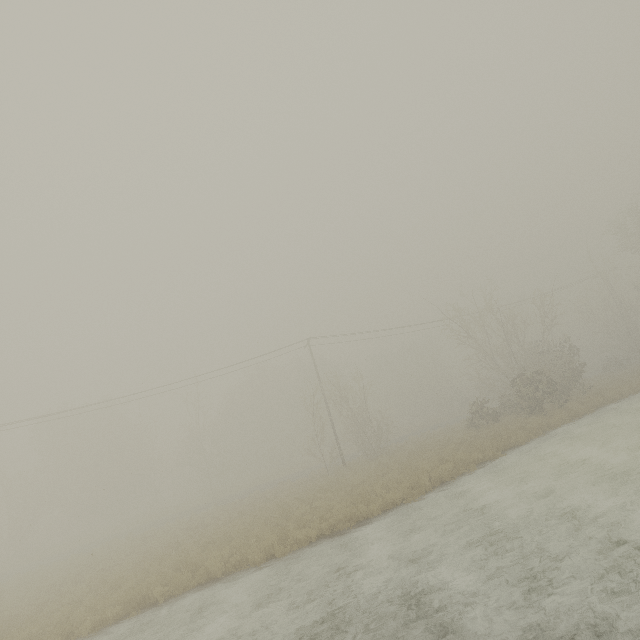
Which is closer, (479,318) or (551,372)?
(551,372)
